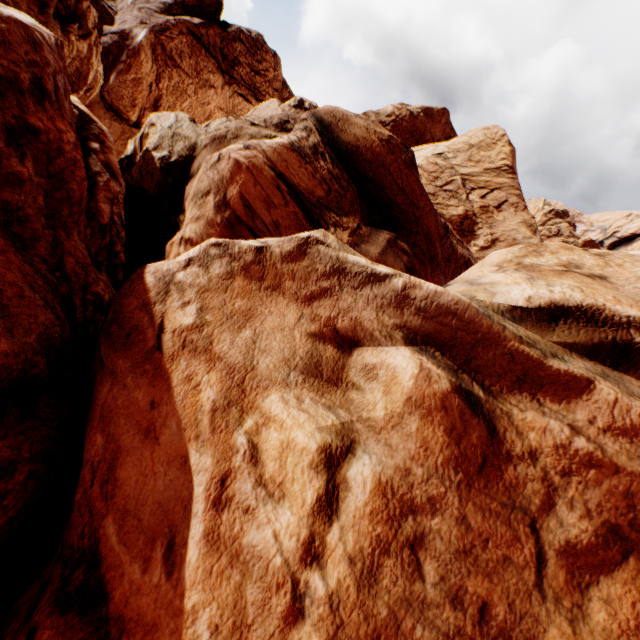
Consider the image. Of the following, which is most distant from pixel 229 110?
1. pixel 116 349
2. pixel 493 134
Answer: pixel 116 349
